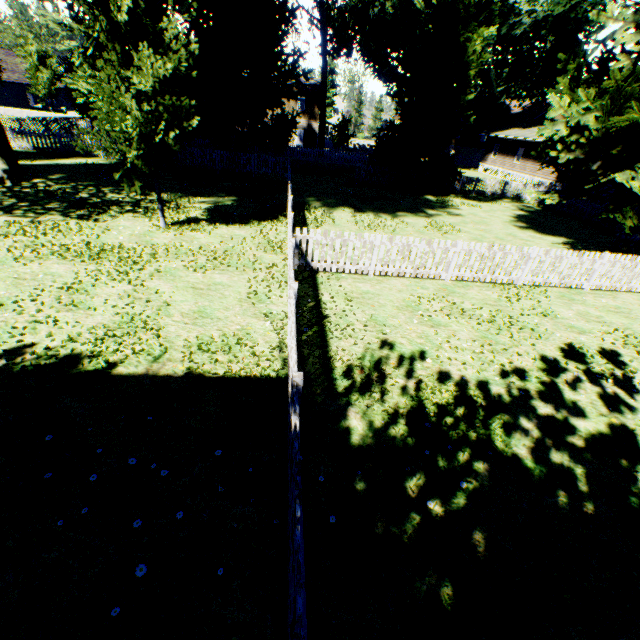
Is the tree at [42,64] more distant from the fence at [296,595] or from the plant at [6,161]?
the plant at [6,161]

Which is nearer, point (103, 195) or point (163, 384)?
point (163, 384)

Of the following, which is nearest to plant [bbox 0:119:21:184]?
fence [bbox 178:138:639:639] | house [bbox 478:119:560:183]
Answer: fence [bbox 178:138:639:639]

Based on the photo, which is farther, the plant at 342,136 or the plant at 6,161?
the plant at 342,136

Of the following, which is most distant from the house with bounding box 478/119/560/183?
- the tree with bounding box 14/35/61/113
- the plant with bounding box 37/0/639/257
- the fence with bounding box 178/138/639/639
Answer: the tree with bounding box 14/35/61/113

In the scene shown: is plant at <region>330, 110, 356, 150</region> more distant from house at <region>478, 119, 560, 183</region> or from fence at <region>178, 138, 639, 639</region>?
house at <region>478, 119, 560, 183</region>

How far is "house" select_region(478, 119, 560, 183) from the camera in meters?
33.7

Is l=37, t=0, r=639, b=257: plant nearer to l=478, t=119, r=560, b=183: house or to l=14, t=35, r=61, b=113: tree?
l=14, t=35, r=61, b=113: tree
